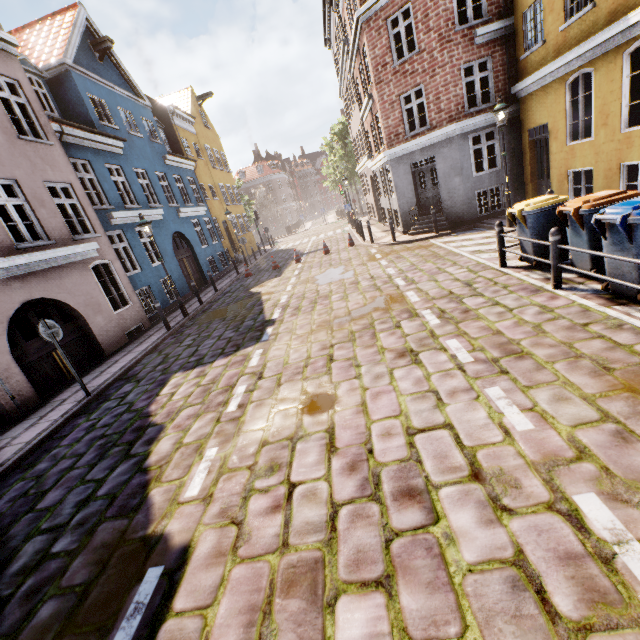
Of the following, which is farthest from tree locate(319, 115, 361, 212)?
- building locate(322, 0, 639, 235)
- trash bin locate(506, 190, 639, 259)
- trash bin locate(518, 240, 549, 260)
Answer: trash bin locate(506, 190, 639, 259)

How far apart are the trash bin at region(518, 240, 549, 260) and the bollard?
1.00m

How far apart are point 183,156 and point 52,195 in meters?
10.1

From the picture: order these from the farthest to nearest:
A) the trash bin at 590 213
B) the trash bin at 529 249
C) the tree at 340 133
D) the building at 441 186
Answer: the tree at 340 133
the building at 441 186
the trash bin at 529 249
the trash bin at 590 213

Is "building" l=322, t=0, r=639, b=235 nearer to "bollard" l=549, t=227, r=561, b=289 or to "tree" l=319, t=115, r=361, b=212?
"tree" l=319, t=115, r=361, b=212

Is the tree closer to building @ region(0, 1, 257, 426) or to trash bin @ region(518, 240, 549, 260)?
building @ region(0, 1, 257, 426)

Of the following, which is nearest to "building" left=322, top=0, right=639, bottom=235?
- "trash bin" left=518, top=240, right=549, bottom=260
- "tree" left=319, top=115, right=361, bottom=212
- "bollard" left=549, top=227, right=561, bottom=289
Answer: "tree" left=319, top=115, right=361, bottom=212

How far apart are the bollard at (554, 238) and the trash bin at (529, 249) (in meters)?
1.00
